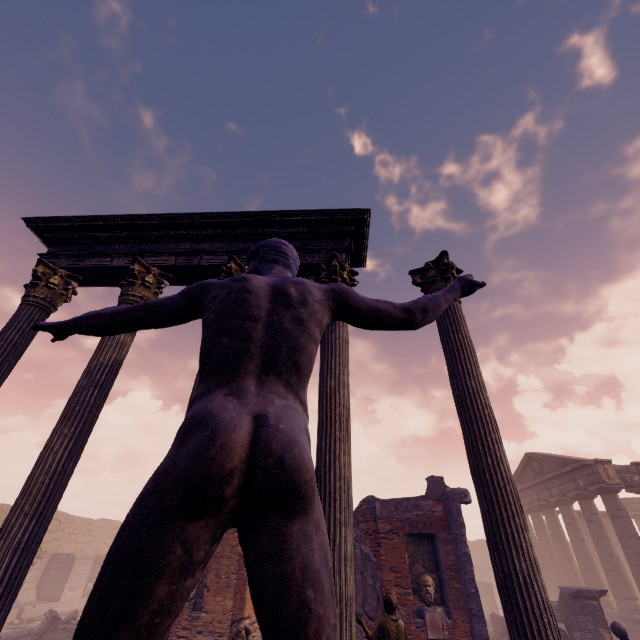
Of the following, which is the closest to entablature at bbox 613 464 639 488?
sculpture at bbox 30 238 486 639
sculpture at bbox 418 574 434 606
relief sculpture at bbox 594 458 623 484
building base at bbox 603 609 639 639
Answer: relief sculpture at bbox 594 458 623 484

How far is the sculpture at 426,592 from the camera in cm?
904

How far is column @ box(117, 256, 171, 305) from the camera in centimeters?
542cm

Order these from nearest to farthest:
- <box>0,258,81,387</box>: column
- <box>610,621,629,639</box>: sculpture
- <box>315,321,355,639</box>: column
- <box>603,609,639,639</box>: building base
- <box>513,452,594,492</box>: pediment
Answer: <box>315,321,355,639</box>: column → <box>0,258,81,387</box>: column → <box>610,621,629,639</box>: sculpture → <box>603,609,639,639</box>: building base → <box>513,452,594,492</box>: pediment

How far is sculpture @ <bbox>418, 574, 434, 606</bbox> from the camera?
9.0 meters

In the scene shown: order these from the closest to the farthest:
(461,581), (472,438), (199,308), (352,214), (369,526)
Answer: (199,308) → (472,438) → (352,214) → (461,581) → (369,526)

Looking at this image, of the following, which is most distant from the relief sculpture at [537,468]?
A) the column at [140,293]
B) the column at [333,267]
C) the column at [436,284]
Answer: the column at [140,293]

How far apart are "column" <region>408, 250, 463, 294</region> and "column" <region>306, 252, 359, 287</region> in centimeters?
85cm
